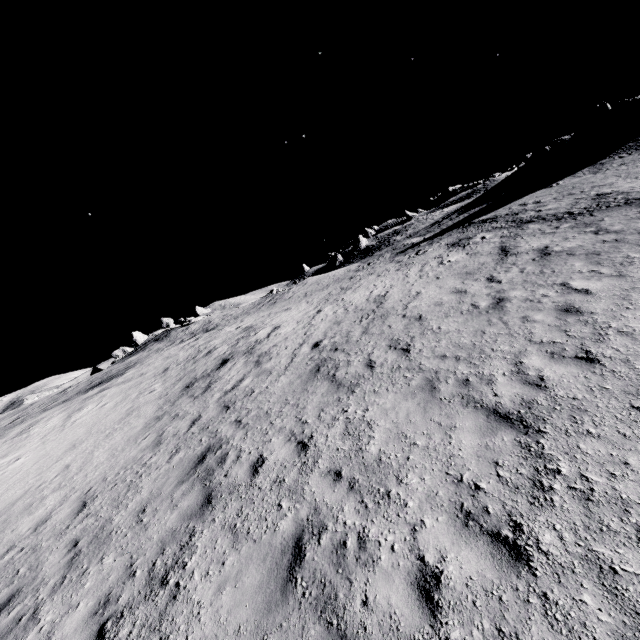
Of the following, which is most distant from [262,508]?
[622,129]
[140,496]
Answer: [622,129]
